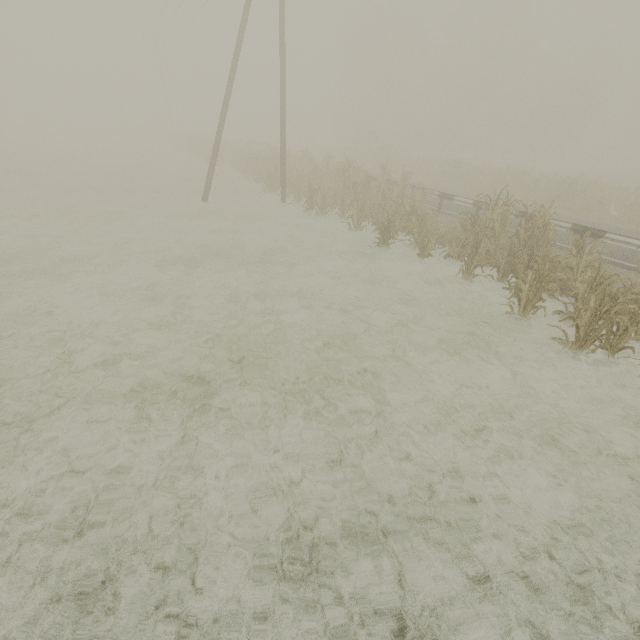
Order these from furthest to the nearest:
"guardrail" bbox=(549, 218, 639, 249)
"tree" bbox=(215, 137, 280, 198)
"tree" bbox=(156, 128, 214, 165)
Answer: "tree" bbox=(156, 128, 214, 165), "tree" bbox=(215, 137, 280, 198), "guardrail" bbox=(549, 218, 639, 249)

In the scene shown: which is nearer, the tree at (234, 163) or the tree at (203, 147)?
the tree at (234, 163)

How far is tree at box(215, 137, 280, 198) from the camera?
18.36m

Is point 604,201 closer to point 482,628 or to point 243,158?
point 243,158

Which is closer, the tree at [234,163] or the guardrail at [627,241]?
the guardrail at [627,241]

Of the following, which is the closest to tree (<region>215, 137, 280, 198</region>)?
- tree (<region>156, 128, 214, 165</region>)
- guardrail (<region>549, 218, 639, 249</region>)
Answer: guardrail (<region>549, 218, 639, 249</region>)

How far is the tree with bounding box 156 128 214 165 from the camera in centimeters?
2988cm
